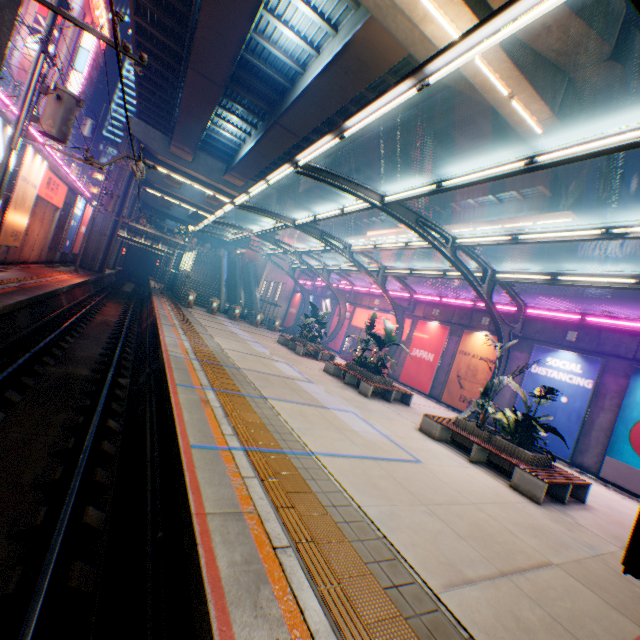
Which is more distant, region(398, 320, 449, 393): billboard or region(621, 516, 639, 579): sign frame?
region(398, 320, 449, 393): billboard

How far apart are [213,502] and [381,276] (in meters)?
17.32

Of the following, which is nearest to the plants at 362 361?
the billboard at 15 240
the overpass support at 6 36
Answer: the overpass support at 6 36

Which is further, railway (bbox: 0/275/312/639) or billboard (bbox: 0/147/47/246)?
billboard (bbox: 0/147/47/246)

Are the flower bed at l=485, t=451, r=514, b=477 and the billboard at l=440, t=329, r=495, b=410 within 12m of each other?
yes

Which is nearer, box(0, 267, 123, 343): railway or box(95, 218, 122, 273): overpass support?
box(0, 267, 123, 343): railway

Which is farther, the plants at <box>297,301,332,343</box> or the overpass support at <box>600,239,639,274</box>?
the plants at <box>297,301,332,343</box>

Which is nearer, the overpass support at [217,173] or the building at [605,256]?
the overpass support at [217,173]
